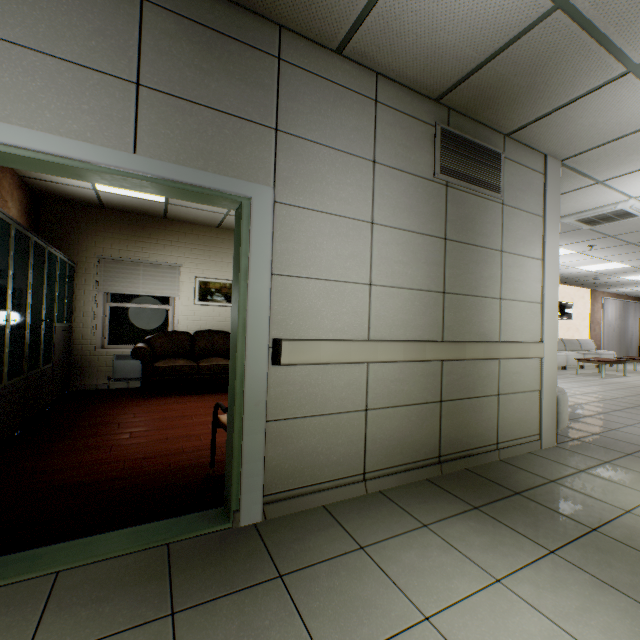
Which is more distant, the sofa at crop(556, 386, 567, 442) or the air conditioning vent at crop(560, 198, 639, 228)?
the air conditioning vent at crop(560, 198, 639, 228)

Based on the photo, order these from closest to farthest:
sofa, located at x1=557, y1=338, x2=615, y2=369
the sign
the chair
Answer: the chair → sofa, located at x1=557, y1=338, x2=615, y2=369 → the sign

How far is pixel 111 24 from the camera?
1.7 meters

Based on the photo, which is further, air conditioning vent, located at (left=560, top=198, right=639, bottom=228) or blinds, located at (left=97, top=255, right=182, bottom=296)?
blinds, located at (left=97, top=255, right=182, bottom=296)

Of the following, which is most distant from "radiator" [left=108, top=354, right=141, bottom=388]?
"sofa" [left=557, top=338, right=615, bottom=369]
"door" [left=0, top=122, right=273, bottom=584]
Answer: "sofa" [left=557, top=338, right=615, bottom=369]

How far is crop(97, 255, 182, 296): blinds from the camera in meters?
5.9

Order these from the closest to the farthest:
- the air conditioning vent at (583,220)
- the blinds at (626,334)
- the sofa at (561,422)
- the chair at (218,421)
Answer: the chair at (218,421)
the sofa at (561,422)
the air conditioning vent at (583,220)
the blinds at (626,334)

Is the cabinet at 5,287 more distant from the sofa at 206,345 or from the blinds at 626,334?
the blinds at 626,334
